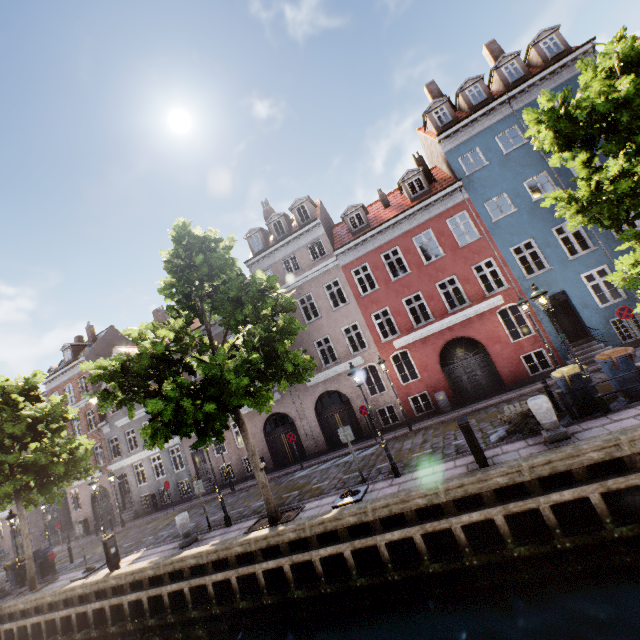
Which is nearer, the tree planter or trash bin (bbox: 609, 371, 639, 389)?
trash bin (bbox: 609, 371, 639, 389)

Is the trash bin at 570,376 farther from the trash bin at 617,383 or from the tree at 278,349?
the tree at 278,349

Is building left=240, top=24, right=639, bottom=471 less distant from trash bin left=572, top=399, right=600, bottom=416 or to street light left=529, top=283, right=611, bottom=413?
street light left=529, top=283, right=611, bottom=413

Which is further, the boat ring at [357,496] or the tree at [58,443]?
the tree at [58,443]

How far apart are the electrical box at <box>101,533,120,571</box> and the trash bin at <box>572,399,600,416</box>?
17.3m

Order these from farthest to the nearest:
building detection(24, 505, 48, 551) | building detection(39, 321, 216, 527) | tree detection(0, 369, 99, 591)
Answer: building detection(24, 505, 48, 551), building detection(39, 321, 216, 527), tree detection(0, 369, 99, 591)

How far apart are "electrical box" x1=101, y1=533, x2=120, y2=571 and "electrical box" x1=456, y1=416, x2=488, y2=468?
14.2m

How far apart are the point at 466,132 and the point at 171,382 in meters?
19.3 m
